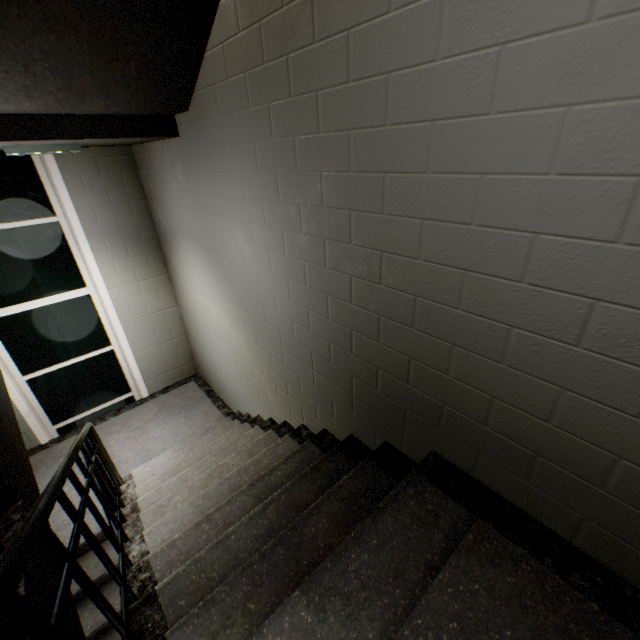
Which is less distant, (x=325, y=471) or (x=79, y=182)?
(x=325, y=471)

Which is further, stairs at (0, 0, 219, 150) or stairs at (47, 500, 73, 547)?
stairs at (47, 500, 73, 547)

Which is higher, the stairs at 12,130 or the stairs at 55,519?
the stairs at 12,130

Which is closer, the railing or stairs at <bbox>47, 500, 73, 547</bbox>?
the railing

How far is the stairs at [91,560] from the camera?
2.95m

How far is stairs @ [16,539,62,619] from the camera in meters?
0.8 m

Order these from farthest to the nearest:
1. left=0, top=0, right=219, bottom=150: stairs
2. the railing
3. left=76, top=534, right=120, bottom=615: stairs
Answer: left=76, top=534, right=120, bottom=615: stairs < left=0, top=0, right=219, bottom=150: stairs < the railing

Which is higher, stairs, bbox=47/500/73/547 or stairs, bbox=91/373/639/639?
stairs, bbox=91/373/639/639
